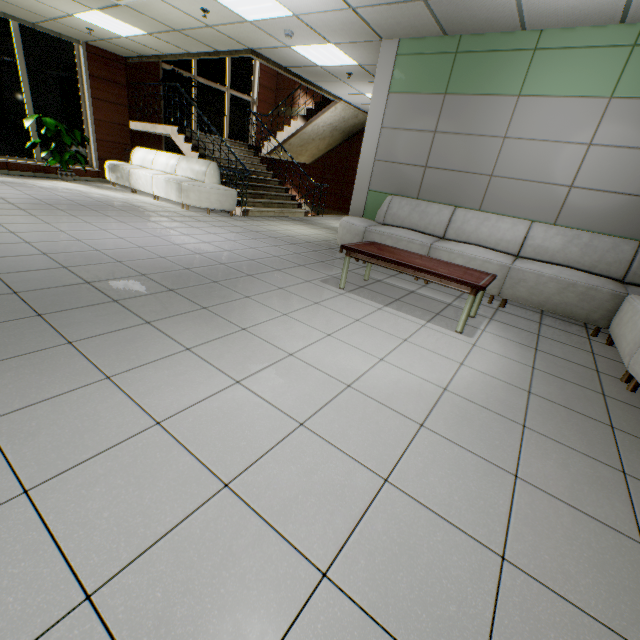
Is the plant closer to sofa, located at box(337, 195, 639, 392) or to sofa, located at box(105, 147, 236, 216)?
sofa, located at box(105, 147, 236, 216)

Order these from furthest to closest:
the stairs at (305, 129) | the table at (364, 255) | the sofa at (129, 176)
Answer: the stairs at (305, 129) → the sofa at (129, 176) → the table at (364, 255)

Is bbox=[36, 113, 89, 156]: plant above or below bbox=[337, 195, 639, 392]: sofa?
above

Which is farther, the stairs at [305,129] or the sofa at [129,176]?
the stairs at [305,129]

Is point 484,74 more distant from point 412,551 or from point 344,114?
point 344,114

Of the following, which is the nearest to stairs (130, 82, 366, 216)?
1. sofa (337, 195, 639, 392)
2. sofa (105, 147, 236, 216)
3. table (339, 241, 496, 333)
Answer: sofa (105, 147, 236, 216)

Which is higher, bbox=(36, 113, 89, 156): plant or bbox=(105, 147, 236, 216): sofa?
bbox=(36, 113, 89, 156): plant

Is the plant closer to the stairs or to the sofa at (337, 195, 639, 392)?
the stairs
